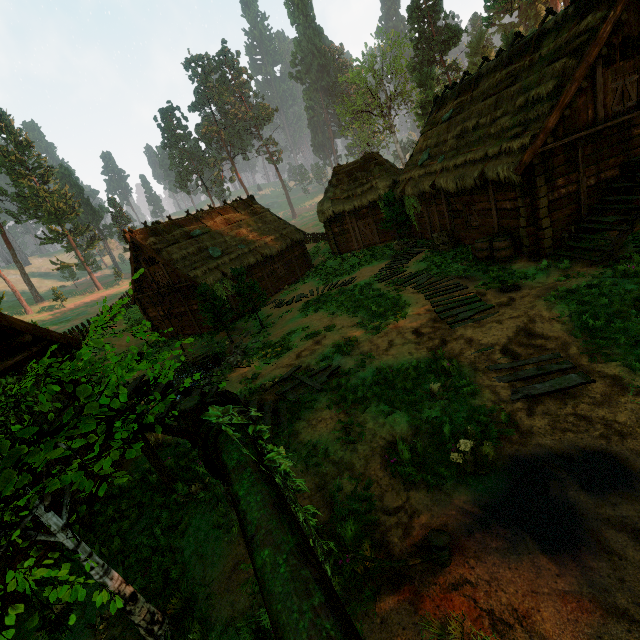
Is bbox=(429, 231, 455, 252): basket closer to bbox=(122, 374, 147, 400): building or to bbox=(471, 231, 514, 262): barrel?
bbox=(122, 374, 147, 400): building

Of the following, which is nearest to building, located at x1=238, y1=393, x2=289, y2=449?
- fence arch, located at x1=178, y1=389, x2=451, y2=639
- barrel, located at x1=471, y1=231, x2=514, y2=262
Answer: barrel, located at x1=471, y1=231, x2=514, y2=262

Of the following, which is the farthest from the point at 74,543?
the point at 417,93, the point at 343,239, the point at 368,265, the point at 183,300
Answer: the point at 417,93

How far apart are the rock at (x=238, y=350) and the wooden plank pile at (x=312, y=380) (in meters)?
3.66

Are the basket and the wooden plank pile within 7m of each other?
no

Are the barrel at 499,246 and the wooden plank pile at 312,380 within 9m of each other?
yes

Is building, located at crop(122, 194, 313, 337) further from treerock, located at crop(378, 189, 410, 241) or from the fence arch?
the fence arch
